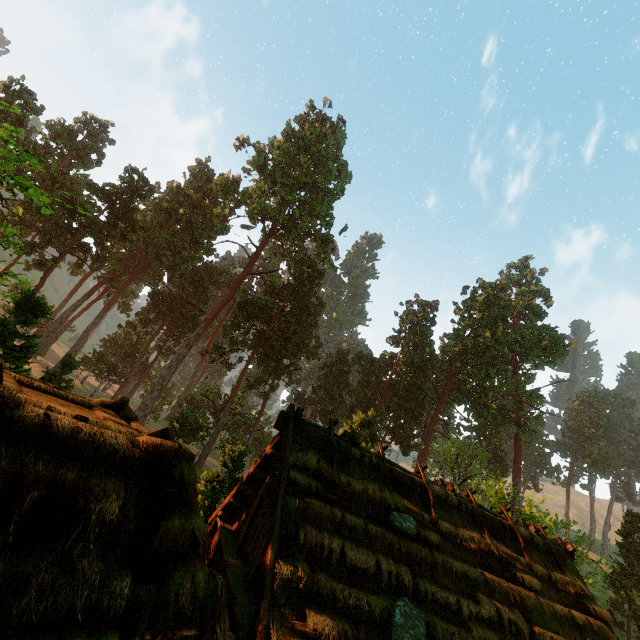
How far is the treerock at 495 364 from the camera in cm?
4372

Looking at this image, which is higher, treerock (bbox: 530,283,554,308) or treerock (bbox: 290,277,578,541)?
treerock (bbox: 530,283,554,308)

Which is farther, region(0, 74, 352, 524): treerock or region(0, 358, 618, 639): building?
region(0, 74, 352, 524): treerock

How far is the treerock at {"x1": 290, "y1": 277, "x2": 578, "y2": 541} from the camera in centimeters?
4372cm

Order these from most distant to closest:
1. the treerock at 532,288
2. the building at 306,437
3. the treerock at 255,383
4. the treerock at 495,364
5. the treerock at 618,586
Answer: the treerock at 532,288, the treerock at 495,364, the treerock at 618,586, the treerock at 255,383, the building at 306,437

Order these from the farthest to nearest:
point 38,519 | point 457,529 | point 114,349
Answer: point 114,349
point 457,529
point 38,519
